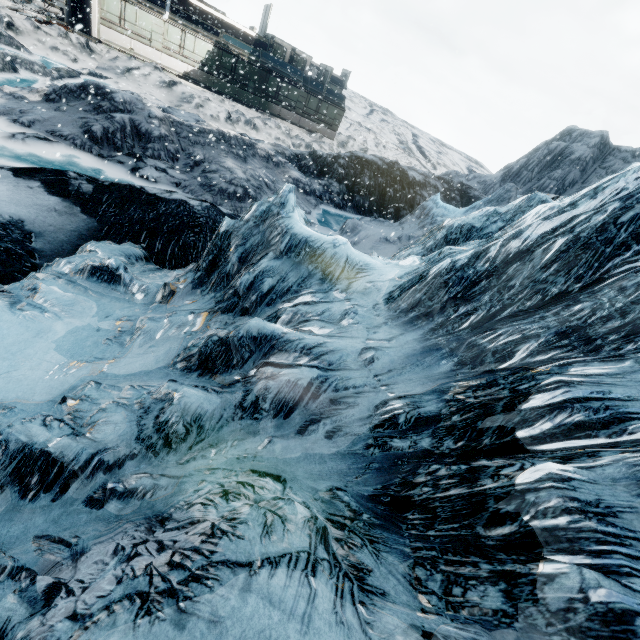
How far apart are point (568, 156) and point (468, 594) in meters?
37.2 m
